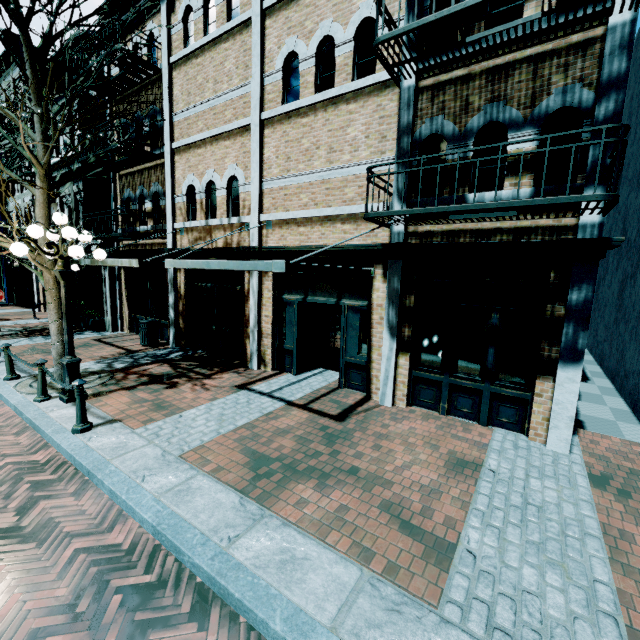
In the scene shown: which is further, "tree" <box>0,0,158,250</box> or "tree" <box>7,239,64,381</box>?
"tree" <box>7,239,64,381</box>

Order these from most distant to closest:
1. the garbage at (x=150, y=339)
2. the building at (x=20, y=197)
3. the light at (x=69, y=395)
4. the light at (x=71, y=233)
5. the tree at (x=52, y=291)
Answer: the building at (x=20, y=197), the garbage at (x=150, y=339), the tree at (x=52, y=291), the light at (x=69, y=395), the light at (x=71, y=233)

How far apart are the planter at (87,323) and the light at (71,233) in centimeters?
771cm

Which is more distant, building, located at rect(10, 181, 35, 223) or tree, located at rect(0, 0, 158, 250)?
building, located at rect(10, 181, 35, 223)

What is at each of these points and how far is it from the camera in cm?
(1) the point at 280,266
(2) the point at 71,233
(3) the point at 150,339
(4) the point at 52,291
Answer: (1) awning, 454
(2) light, 584
(3) garbage, 1115
(4) tree, 721

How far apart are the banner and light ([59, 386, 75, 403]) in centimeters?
695cm

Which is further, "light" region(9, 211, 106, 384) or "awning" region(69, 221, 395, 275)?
"light" region(9, 211, 106, 384)

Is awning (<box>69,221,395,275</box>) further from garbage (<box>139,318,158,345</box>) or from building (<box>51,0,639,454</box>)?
garbage (<box>139,318,158,345</box>)
